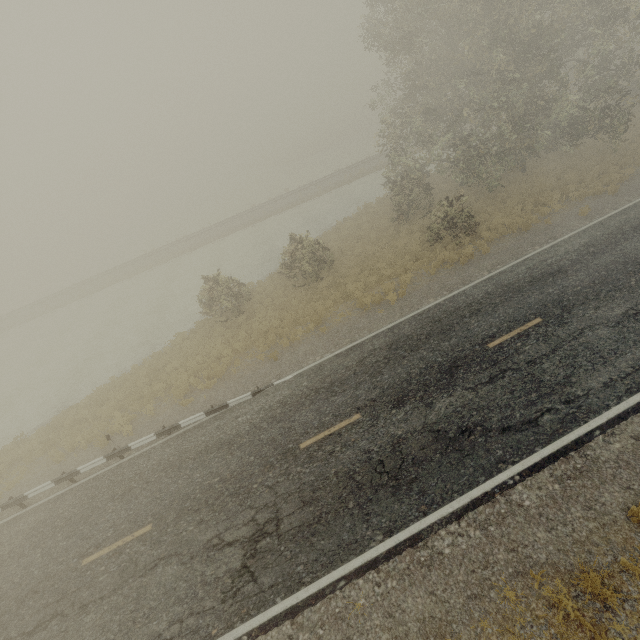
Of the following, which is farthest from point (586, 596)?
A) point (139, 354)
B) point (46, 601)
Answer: point (139, 354)
